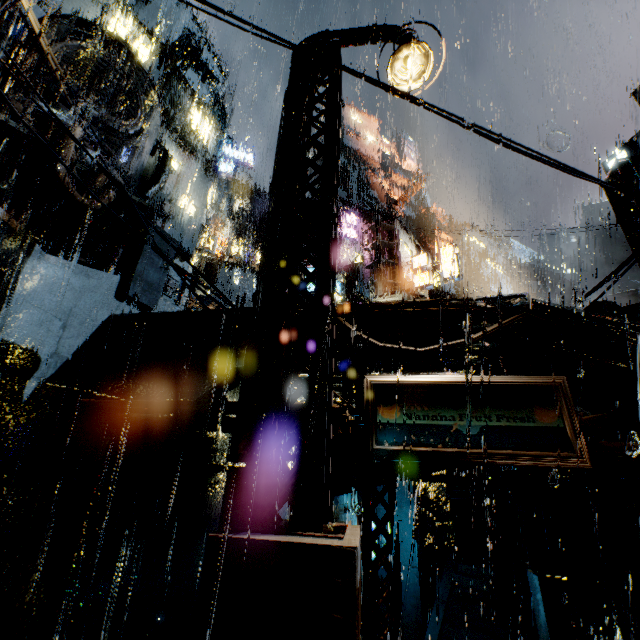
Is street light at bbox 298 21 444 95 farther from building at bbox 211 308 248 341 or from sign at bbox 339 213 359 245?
sign at bbox 339 213 359 245

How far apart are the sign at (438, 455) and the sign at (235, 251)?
19.7 meters

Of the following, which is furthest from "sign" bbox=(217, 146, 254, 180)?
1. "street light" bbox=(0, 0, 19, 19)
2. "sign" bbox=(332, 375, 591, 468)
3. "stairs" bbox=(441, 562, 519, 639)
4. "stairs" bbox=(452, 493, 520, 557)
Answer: "stairs" bbox=(441, 562, 519, 639)

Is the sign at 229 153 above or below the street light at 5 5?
above

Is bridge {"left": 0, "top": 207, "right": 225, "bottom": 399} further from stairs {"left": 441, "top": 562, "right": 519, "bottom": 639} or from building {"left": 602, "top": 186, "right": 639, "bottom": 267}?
stairs {"left": 441, "top": 562, "right": 519, "bottom": 639}

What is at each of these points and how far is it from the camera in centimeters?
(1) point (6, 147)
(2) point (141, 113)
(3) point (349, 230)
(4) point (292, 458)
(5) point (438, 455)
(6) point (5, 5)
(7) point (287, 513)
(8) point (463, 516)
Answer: (1) building vent, 1180cm
(2) building vent, 1570cm
(3) sign, 2912cm
(4) building, 976cm
(5) sign, 418cm
(6) street light, 500cm
(7) building, 1167cm
(8) stairs, 1977cm

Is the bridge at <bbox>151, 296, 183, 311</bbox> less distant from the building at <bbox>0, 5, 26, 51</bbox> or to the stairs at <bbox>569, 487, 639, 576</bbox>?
the building at <bbox>0, 5, 26, 51</bbox>

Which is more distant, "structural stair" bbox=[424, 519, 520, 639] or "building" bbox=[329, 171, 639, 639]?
"structural stair" bbox=[424, 519, 520, 639]
